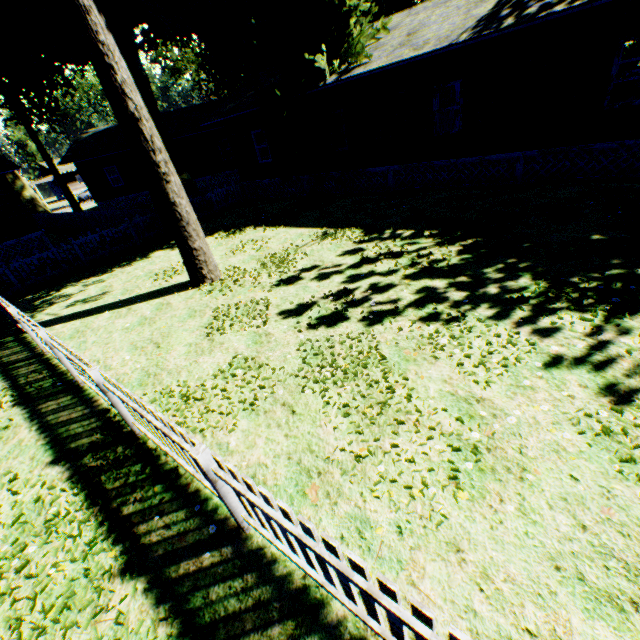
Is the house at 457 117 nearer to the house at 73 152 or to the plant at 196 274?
the plant at 196 274

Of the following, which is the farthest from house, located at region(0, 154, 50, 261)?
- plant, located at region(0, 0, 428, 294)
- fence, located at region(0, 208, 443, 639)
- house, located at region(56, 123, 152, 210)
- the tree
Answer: the tree

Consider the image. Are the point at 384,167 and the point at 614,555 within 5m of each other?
no

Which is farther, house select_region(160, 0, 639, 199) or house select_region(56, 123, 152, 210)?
house select_region(56, 123, 152, 210)

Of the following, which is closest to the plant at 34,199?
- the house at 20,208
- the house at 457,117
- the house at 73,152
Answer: the house at 457,117

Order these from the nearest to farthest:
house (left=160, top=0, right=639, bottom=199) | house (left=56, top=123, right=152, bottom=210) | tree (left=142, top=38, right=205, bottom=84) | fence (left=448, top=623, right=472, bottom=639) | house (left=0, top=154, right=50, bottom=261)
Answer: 1. fence (left=448, top=623, right=472, bottom=639)
2. house (left=160, top=0, right=639, bottom=199)
3. house (left=0, top=154, right=50, bottom=261)
4. house (left=56, top=123, right=152, bottom=210)
5. tree (left=142, top=38, right=205, bottom=84)

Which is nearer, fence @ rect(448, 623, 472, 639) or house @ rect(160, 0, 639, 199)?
fence @ rect(448, 623, 472, 639)

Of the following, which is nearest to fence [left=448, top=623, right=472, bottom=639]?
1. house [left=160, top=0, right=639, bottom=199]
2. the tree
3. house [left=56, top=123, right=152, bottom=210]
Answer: house [left=160, top=0, right=639, bottom=199]
